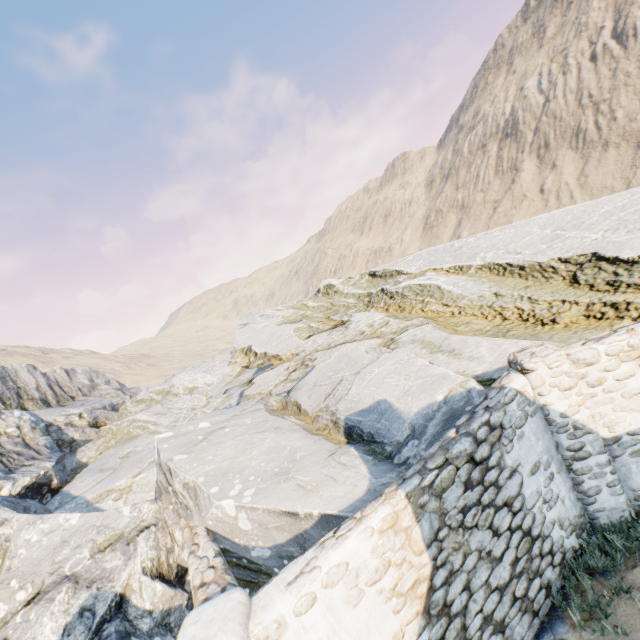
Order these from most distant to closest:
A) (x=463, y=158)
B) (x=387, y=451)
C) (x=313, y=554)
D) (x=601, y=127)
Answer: (x=463, y=158) → (x=601, y=127) → (x=387, y=451) → (x=313, y=554)

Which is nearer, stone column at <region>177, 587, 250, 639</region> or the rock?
stone column at <region>177, 587, 250, 639</region>

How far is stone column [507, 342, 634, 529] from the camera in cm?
521

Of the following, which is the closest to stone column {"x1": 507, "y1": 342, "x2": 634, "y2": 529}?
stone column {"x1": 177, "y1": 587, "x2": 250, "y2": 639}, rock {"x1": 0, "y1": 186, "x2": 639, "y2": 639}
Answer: rock {"x1": 0, "y1": 186, "x2": 639, "y2": 639}

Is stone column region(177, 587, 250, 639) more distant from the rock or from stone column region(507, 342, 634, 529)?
stone column region(507, 342, 634, 529)

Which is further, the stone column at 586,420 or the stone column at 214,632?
the stone column at 586,420

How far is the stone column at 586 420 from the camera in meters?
5.2
